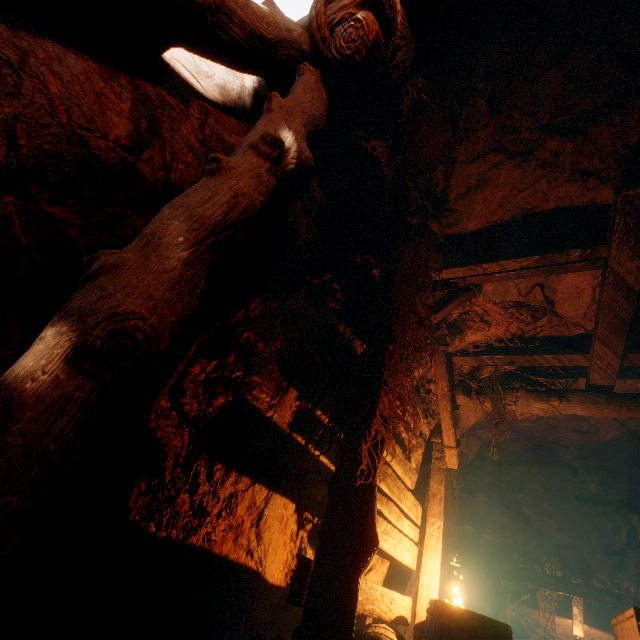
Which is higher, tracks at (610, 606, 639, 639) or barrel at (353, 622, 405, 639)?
tracks at (610, 606, 639, 639)

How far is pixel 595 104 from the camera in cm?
252

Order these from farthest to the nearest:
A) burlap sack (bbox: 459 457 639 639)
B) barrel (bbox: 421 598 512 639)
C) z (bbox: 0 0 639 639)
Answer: burlap sack (bbox: 459 457 639 639) < barrel (bbox: 421 598 512 639) < z (bbox: 0 0 639 639)

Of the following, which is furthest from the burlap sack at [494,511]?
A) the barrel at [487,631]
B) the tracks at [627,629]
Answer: the barrel at [487,631]

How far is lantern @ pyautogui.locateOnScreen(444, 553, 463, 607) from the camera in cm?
332

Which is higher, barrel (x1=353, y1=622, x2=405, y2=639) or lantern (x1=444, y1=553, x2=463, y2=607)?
lantern (x1=444, y1=553, x2=463, y2=607)

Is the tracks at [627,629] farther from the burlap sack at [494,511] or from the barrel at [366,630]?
the barrel at [366,630]

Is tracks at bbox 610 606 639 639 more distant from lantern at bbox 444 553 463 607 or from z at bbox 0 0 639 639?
lantern at bbox 444 553 463 607
